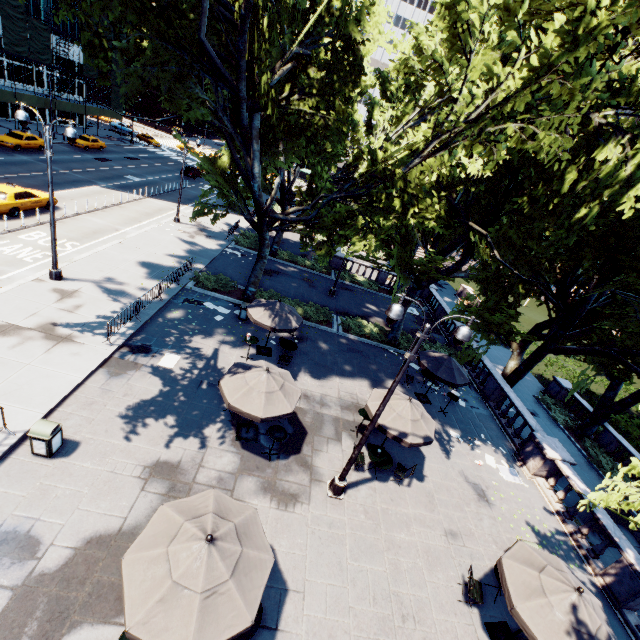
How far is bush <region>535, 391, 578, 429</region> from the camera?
23.2 meters

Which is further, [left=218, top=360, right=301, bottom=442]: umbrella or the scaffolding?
the scaffolding

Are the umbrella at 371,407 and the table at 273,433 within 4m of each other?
yes

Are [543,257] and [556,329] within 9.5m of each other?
yes

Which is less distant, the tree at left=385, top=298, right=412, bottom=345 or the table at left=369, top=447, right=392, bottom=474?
the table at left=369, top=447, right=392, bottom=474

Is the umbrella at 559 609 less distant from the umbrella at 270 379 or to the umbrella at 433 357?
the umbrella at 433 357

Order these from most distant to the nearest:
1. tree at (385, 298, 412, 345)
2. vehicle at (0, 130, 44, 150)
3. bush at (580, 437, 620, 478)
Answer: vehicle at (0, 130, 44, 150)
tree at (385, 298, 412, 345)
bush at (580, 437, 620, 478)

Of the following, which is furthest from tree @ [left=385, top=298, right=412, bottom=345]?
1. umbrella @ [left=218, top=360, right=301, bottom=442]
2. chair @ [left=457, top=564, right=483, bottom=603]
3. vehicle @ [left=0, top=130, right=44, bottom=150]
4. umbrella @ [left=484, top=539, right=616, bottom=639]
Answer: vehicle @ [left=0, top=130, right=44, bottom=150]
